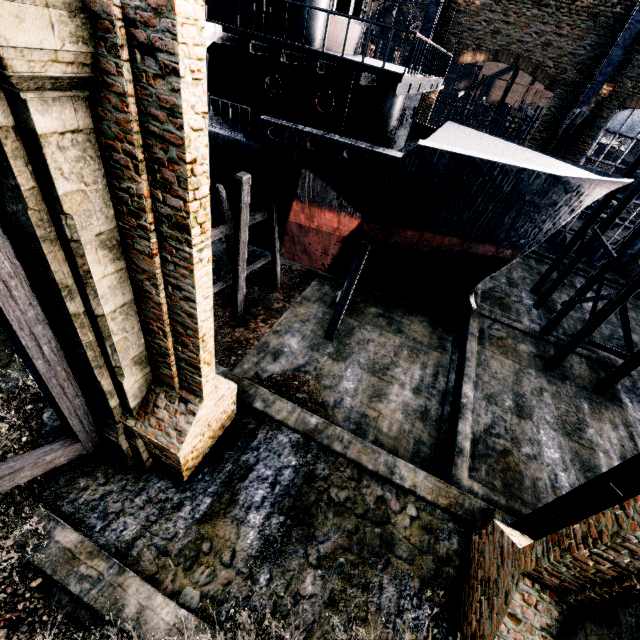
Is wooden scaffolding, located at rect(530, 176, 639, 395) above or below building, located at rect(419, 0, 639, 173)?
below

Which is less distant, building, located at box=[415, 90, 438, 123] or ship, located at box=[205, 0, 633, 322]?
ship, located at box=[205, 0, 633, 322]

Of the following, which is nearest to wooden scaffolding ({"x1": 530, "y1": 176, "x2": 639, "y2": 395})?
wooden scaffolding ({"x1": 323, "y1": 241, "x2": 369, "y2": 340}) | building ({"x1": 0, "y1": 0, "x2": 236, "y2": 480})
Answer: wooden scaffolding ({"x1": 323, "y1": 241, "x2": 369, "y2": 340})

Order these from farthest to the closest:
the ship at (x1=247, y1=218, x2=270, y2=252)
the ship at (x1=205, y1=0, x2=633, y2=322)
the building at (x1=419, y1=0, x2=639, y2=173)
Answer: the building at (x1=419, y1=0, x2=639, y2=173), the ship at (x1=247, y1=218, x2=270, y2=252), the ship at (x1=205, y1=0, x2=633, y2=322)

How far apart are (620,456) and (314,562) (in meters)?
13.49

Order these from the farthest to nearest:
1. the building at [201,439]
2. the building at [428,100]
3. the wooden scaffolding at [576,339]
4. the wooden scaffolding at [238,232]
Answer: the building at [428,100], the wooden scaffolding at [576,339], the wooden scaffolding at [238,232], the building at [201,439]

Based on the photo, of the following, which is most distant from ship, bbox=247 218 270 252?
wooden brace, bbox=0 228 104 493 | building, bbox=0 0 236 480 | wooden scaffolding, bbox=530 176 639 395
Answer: building, bbox=0 0 236 480

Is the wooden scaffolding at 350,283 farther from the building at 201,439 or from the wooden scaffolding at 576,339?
the building at 201,439
